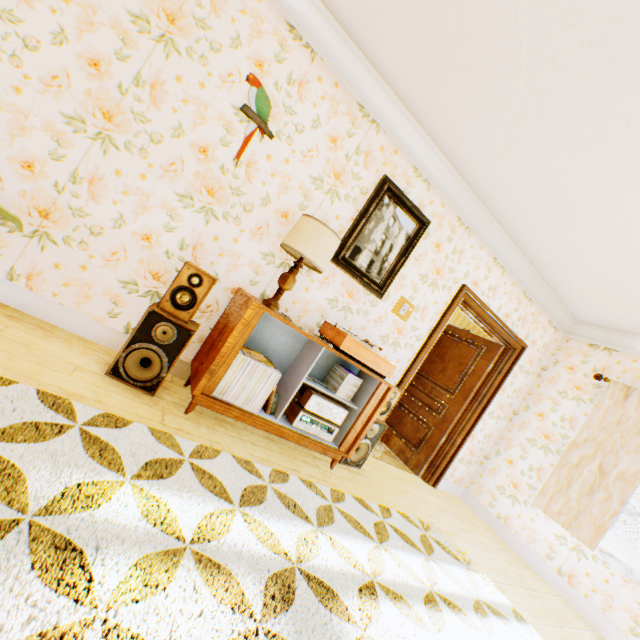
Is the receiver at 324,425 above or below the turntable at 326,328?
below

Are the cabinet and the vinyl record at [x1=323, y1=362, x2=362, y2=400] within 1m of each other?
yes

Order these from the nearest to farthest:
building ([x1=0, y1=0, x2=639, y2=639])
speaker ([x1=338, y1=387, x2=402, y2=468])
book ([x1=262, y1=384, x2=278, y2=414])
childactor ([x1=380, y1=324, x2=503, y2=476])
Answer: building ([x1=0, y1=0, x2=639, y2=639]) < book ([x1=262, y1=384, x2=278, y2=414]) < speaker ([x1=338, y1=387, x2=402, y2=468]) < childactor ([x1=380, y1=324, x2=503, y2=476])

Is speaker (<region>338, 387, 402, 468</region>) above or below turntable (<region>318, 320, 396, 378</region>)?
below

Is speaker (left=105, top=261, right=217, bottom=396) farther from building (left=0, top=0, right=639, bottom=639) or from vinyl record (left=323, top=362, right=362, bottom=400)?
vinyl record (left=323, top=362, right=362, bottom=400)

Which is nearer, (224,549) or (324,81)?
(224,549)

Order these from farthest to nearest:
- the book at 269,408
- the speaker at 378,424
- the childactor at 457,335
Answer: the childactor at 457,335, the speaker at 378,424, the book at 269,408

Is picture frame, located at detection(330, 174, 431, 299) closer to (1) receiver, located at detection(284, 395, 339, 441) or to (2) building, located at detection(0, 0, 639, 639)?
(2) building, located at detection(0, 0, 639, 639)
